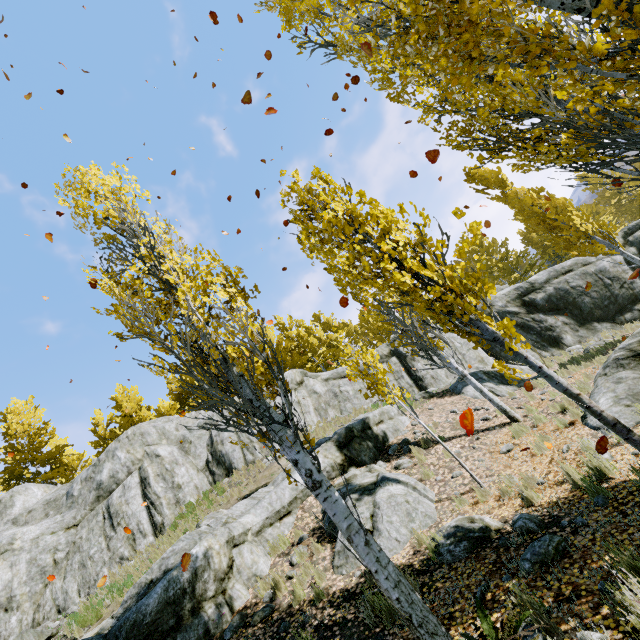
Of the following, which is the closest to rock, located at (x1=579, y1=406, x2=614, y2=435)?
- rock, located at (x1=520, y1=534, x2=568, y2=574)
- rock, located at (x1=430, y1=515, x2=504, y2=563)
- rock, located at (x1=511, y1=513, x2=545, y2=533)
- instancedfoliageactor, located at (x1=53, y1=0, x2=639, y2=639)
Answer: instancedfoliageactor, located at (x1=53, y1=0, x2=639, y2=639)

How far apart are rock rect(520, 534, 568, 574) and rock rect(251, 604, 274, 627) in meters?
4.7

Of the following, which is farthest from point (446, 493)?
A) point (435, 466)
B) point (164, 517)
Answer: point (164, 517)

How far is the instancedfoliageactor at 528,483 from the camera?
5.5m

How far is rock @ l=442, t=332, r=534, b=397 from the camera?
13.77m

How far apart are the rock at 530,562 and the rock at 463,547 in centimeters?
80cm

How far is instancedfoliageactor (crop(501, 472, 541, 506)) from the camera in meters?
5.5

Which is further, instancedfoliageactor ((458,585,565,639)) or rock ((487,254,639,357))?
rock ((487,254,639,357))
